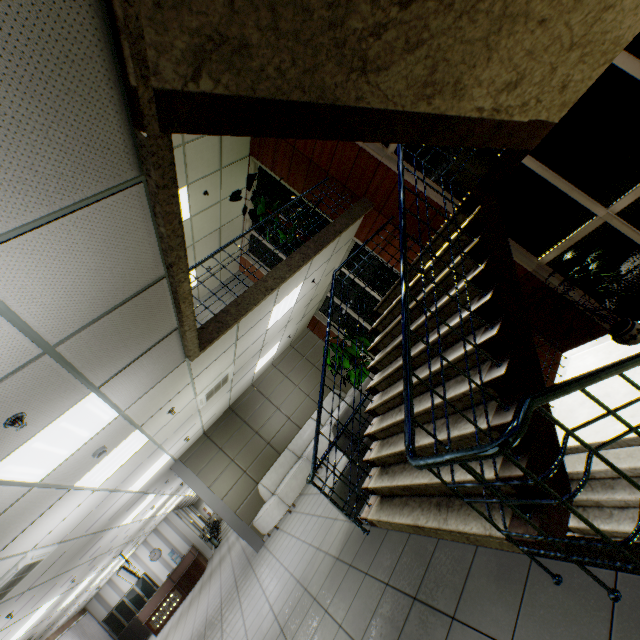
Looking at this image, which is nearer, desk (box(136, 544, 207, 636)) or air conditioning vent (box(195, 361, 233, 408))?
air conditioning vent (box(195, 361, 233, 408))

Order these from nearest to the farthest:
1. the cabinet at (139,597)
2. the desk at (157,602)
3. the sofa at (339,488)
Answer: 1. the sofa at (339,488)
2. the desk at (157,602)
3. the cabinet at (139,597)

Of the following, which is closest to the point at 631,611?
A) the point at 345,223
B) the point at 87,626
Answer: the point at 345,223

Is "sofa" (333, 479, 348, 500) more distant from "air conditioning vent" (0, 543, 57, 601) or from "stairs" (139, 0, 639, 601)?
"air conditioning vent" (0, 543, 57, 601)

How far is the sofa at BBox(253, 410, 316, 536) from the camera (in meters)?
8.39

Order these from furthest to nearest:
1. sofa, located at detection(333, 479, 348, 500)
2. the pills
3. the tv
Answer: the tv < the pills < sofa, located at detection(333, 479, 348, 500)

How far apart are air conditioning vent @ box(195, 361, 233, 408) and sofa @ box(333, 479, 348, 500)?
2.75m

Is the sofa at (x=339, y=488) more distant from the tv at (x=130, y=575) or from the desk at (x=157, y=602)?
the desk at (x=157, y=602)
